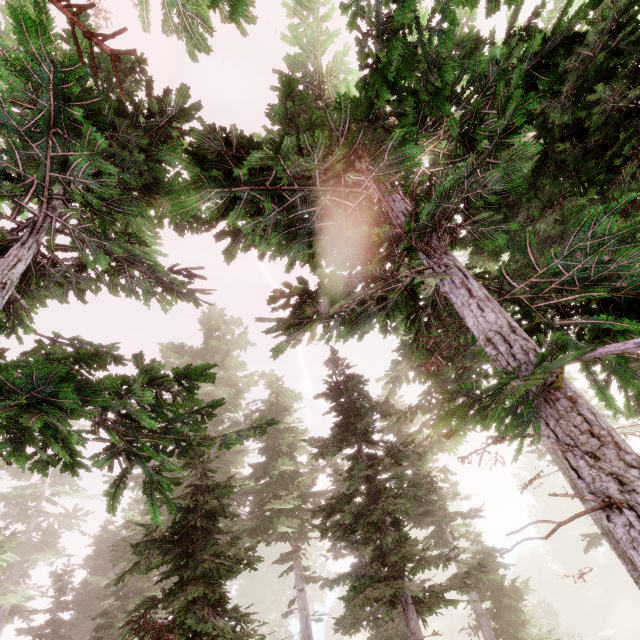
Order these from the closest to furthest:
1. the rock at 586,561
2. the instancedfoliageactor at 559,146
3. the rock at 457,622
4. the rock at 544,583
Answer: the instancedfoliageactor at 559,146, the rock at 457,622, the rock at 544,583, the rock at 586,561

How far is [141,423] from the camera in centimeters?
280cm

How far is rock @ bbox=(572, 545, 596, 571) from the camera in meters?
50.4 m

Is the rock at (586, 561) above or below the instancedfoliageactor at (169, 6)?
below

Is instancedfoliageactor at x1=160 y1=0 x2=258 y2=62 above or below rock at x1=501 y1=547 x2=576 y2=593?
above

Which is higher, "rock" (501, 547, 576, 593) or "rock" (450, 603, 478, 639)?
"rock" (501, 547, 576, 593)

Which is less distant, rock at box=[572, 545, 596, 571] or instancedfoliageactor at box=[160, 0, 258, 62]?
instancedfoliageactor at box=[160, 0, 258, 62]
